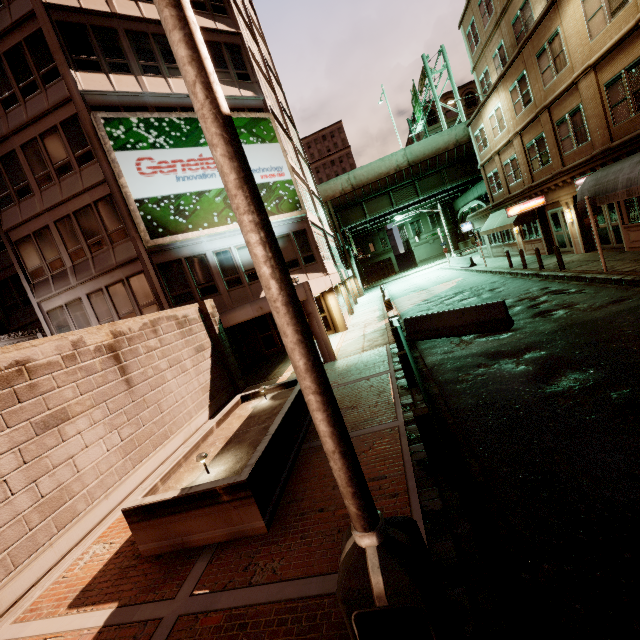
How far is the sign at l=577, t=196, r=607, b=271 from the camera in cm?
1262

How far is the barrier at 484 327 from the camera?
10.9m

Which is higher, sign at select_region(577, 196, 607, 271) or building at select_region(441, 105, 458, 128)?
building at select_region(441, 105, 458, 128)

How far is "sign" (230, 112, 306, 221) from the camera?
18.05m

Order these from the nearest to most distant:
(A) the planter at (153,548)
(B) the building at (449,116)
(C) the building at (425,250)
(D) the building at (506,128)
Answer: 1. (A) the planter at (153,548)
2. (D) the building at (506,128)
3. (B) the building at (449,116)
4. (C) the building at (425,250)

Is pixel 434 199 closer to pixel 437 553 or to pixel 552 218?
pixel 552 218

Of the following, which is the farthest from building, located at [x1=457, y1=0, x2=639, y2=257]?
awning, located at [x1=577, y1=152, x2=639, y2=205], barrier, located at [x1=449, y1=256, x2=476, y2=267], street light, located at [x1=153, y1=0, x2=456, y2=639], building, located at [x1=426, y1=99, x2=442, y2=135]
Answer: building, located at [x1=426, y1=99, x2=442, y2=135]

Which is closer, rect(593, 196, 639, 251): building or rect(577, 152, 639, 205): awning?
rect(577, 152, 639, 205): awning
